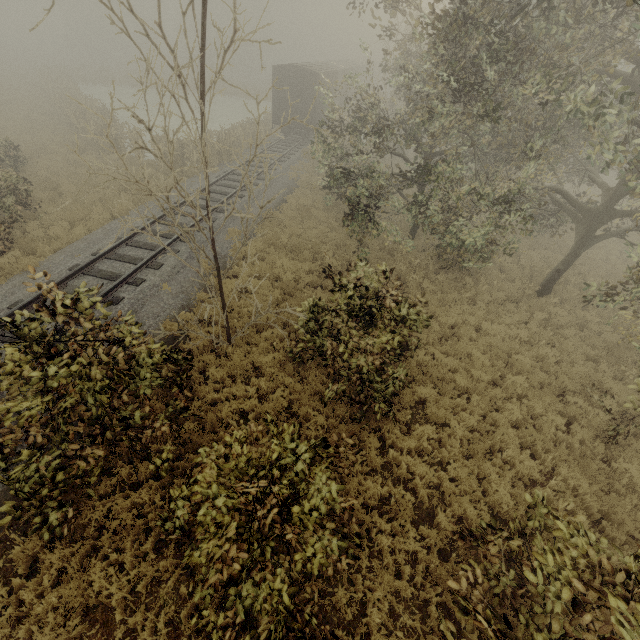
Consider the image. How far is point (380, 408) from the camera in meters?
7.4

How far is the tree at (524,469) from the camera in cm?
742

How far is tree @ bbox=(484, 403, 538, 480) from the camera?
7.42m

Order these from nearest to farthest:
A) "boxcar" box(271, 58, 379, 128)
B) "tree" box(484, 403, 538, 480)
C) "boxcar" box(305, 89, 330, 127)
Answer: "tree" box(484, 403, 538, 480) < "boxcar" box(271, 58, 379, 128) < "boxcar" box(305, 89, 330, 127)

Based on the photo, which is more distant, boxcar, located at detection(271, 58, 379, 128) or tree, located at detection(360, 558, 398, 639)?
Answer: boxcar, located at detection(271, 58, 379, 128)

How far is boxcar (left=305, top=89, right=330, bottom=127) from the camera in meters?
24.1 m

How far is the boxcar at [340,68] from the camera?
23.0 meters
